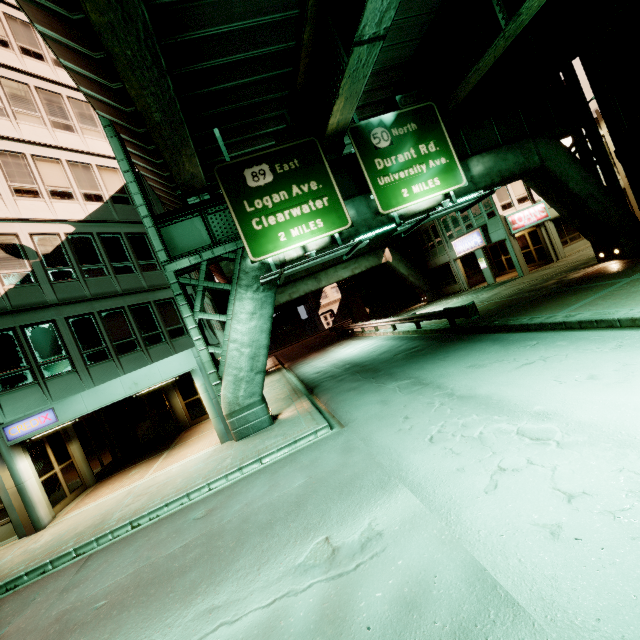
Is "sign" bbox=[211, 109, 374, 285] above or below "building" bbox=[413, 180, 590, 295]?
above

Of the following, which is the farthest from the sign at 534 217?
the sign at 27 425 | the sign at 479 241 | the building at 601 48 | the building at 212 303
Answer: the sign at 27 425

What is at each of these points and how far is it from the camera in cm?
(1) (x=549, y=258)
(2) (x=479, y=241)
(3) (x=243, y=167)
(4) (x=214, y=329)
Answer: (1) building, 2377
(2) sign, 2488
(3) sign, 1166
(4) building, 1886

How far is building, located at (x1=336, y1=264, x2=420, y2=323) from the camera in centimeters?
3544cm

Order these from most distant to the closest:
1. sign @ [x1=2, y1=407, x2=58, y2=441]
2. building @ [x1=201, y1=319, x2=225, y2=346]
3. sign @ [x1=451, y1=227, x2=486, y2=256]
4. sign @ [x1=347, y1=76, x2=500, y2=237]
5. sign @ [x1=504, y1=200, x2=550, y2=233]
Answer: sign @ [x1=451, y1=227, x2=486, y2=256]
sign @ [x1=504, y1=200, x2=550, y2=233]
building @ [x1=201, y1=319, x2=225, y2=346]
sign @ [x1=347, y1=76, x2=500, y2=237]
sign @ [x1=2, y1=407, x2=58, y2=441]

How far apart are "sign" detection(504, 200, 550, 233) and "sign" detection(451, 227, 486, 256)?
1.7m

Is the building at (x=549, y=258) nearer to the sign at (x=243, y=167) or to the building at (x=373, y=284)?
the building at (x=373, y=284)

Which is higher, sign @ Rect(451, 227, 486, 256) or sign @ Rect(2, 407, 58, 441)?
sign @ Rect(451, 227, 486, 256)
